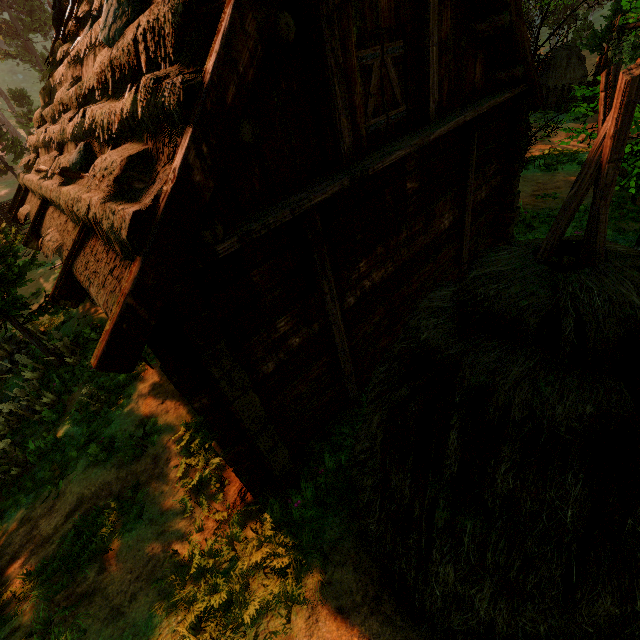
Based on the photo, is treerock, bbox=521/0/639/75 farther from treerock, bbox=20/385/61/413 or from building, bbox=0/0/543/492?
treerock, bbox=20/385/61/413

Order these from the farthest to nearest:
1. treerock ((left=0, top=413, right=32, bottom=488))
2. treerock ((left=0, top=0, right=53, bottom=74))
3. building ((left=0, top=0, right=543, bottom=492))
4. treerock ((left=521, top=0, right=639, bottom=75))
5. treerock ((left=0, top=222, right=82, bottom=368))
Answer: treerock ((left=0, top=0, right=53, bottom=74)), treerock ((left=0, top=222, right=82, bottom=368)), treerock ((left=0, top=413, right=32, bottom=488)), treerock ((left=521, top=0, right=639, bottom=75)), building ((left=0, top=0, right=543, bottom=492))

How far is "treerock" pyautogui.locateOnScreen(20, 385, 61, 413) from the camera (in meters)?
8.28

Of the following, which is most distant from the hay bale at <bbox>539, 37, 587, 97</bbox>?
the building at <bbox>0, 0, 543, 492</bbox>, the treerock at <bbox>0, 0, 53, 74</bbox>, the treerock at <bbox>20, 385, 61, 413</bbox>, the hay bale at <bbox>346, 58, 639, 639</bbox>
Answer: the treerock at <bbox>20, 385, 61, 413</bbox>

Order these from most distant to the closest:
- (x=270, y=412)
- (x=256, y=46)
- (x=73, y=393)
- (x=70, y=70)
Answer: (x=73, y=393) < (x=70, y=70) < (x=270, y=412) < (x=256, y=46)

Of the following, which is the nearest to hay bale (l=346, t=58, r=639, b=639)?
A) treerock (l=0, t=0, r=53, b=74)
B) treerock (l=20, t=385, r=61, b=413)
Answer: treerock (l=0, t=0, r=53, b=74)

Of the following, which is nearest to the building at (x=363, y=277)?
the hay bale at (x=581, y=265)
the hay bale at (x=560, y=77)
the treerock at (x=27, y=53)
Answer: the treerock at (x=27, y=53)

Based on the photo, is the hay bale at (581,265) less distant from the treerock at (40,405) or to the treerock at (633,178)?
the treerock at (633,178)
